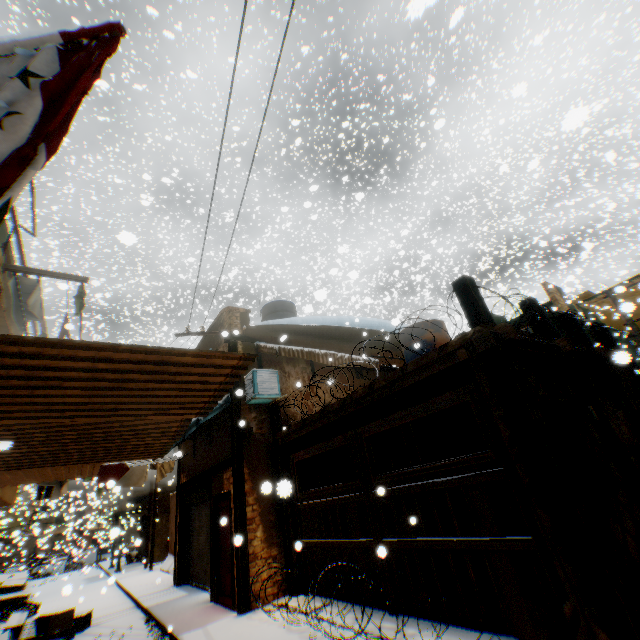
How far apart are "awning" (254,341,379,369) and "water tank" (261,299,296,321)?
2.2 meters

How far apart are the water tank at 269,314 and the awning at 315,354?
2.2 meters

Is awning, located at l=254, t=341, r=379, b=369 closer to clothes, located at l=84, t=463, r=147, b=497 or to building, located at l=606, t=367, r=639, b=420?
building, located at l=606, t=367, r=639, b=420

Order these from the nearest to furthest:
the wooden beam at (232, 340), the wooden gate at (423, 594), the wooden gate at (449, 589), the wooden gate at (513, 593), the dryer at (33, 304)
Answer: the wooden gate at (513, 593), the wooden gate at (449, 589), the wooden gate at (423, 594), the dryer at (33, 304), the wooden beam at (232, 340)

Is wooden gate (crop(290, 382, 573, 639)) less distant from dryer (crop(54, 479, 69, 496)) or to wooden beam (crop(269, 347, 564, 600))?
wooden beam (crop(269, 347, 564, 600))

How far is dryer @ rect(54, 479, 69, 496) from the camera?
8.7m

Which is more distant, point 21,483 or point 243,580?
point 21,483

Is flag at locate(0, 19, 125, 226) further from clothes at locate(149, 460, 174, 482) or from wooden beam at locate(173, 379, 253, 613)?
clothes at locate(149, 460, 174, 482)
